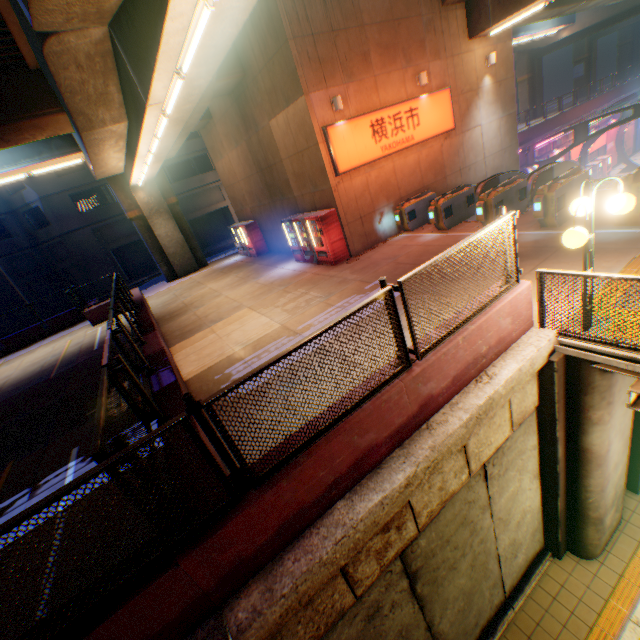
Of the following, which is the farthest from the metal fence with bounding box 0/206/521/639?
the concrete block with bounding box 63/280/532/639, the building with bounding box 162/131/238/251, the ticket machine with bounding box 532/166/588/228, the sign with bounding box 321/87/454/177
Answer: the building with bounding box 162/131/238/251

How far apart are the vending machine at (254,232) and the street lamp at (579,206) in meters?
17.0 m

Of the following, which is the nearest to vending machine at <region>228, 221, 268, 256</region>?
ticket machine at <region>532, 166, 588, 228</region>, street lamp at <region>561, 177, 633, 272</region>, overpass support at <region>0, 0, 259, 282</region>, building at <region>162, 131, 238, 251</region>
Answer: overpass support at <region>0, 0, 259, 282</region>

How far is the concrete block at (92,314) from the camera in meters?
17.5

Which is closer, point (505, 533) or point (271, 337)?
point (505, 533)

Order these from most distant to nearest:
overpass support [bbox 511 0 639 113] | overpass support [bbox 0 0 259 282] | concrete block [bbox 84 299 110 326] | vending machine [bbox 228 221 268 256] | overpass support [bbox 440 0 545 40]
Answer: overpass support [bbox 511 0 639 113] → vending machine [bbox 228 221 268 256] → concrete block [bbox 84 299 110 326] → overpass support [bbox 440 0 545 40] → overpass support [bbox 0 0 259 282]

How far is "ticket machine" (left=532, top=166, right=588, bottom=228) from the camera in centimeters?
872cm

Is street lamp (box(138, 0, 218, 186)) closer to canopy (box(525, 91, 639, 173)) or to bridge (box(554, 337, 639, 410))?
bridge (box(554, 337, 639, 410))
